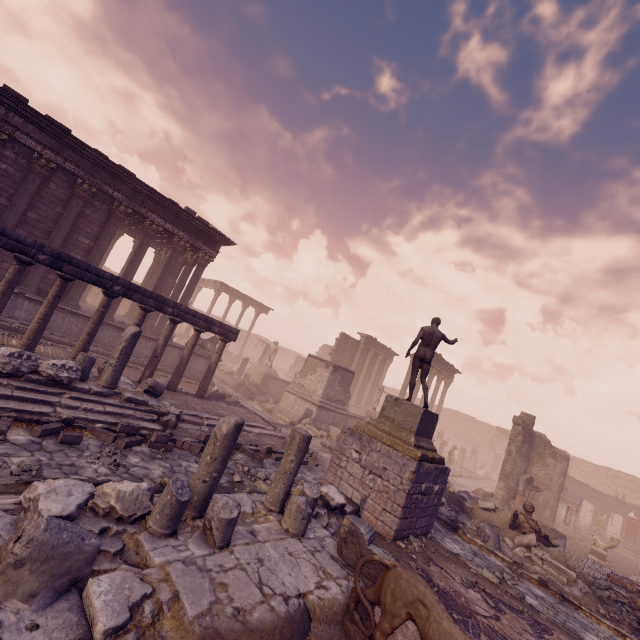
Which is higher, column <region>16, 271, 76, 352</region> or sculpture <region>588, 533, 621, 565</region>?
column <region>16, 271, 76, 352</region>

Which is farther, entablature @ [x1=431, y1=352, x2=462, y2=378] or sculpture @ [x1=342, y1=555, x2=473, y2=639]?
entablature @ [x1=431, y1=352, x2=462, y2=378]

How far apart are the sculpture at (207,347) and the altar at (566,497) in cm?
2050

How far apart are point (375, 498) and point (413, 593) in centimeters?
438cm

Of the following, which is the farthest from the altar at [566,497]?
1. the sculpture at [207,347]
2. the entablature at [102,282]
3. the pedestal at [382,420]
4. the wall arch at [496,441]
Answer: the sculpture at [207,347]

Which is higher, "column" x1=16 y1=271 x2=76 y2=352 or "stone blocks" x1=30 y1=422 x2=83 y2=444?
"column" x1=16 y1=271 x2=76 y2=352

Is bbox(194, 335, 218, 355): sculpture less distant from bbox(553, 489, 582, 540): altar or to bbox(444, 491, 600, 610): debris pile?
bbox(444, 491, 600, 610): debris pile

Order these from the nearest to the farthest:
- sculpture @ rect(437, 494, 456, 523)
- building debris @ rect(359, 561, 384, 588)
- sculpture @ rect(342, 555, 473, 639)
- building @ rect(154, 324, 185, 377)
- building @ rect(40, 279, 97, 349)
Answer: sculpture @ rect(342, 555, 473, 639) → building debris @ rect(359, 561, 384, 588) → sculpture @ rect(437, 494, 456, 523) → building @ rect(40, 279, 97, 349) → building @ rect(154, 324, 185, 377)
